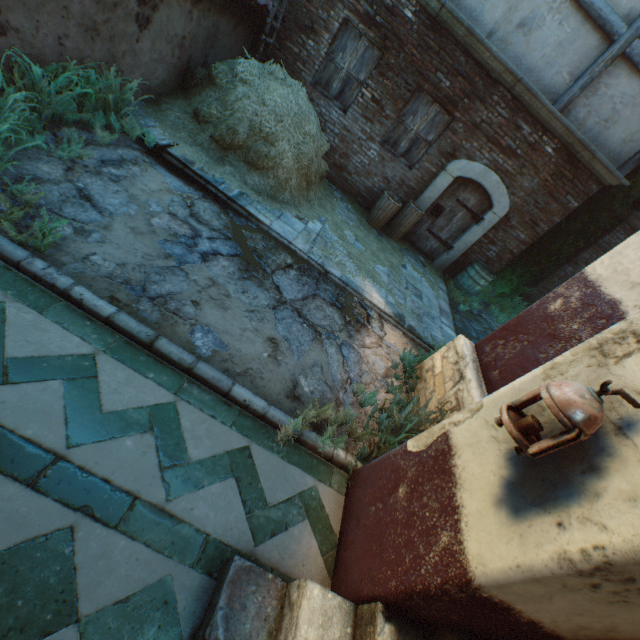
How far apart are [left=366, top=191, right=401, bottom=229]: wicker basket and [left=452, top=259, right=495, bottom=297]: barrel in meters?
2.4

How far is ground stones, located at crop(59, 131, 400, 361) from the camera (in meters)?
3.10

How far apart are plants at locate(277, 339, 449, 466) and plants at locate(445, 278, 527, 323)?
6.8 meters

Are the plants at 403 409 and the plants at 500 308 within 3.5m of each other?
no

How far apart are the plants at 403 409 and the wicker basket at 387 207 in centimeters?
513cm

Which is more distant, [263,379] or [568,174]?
[568,174]

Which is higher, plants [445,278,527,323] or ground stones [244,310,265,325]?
plants [445,278,527,323]
